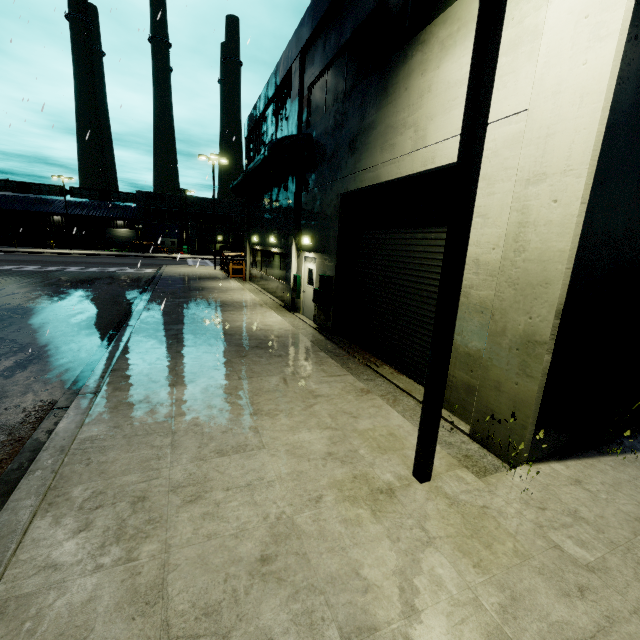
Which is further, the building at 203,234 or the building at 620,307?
the building at 203,234

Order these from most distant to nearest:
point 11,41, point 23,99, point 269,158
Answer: point 269,158 → point 23,99 → point 11,41

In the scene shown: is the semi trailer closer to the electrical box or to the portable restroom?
the portable restroom

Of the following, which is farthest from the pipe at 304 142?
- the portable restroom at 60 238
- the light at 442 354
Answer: the portable restroom at 60 238

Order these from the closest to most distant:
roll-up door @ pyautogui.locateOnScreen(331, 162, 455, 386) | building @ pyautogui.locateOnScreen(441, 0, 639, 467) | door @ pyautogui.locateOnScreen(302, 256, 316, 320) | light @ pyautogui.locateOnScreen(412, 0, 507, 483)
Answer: light @ pyautogui.locateOnScreen(412, 0, 507, 483) < building @ pyautogui.locateOnScreen(441, 0, 639, 467) < roll-up door @ pyautogui.locateOnScreen(331, 162, 455, 386) < door @ pyautogui.locateOnScreen(302, 256, 316, 320)

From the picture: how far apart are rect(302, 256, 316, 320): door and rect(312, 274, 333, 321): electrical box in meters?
0.8 m

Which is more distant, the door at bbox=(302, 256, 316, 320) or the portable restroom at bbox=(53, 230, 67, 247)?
the portable restroom at bbox=(53, 230, 67, 247)

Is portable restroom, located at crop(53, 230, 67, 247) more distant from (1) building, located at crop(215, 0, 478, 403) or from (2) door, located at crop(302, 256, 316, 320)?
(2) door, located at crop(302, 256, 316, 320)
